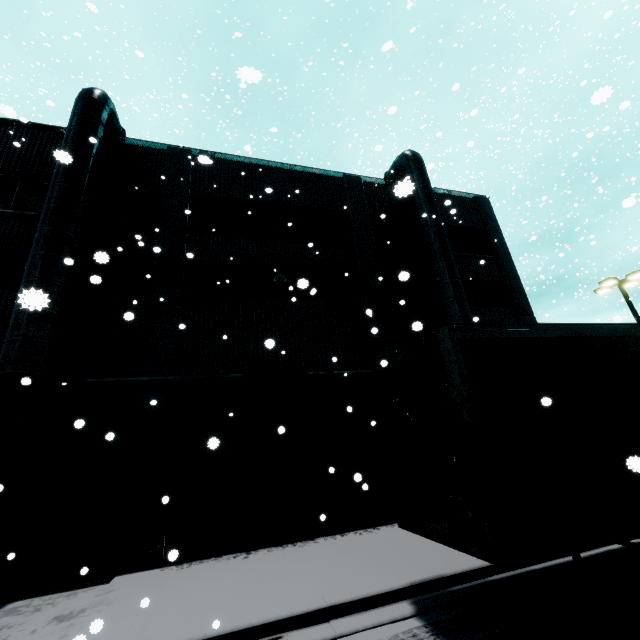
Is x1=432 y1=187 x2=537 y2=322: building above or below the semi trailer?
above

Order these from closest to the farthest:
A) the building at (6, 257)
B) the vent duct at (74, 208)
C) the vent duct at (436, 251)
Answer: the vent duct at (74, 208) → the building at (6, 257) → the vent duct at (436, 251)

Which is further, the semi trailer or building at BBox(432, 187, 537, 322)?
building at BBox(432, 187, 537, 322)

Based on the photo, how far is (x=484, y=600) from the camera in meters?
5.3 m

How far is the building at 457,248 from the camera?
15.3m

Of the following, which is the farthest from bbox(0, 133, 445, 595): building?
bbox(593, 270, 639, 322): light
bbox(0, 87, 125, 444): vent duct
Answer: bbox(593, 270, 639, 322): light

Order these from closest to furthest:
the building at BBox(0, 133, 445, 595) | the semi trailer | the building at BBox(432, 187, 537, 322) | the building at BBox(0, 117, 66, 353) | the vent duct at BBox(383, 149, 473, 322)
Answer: the semi trailer < the building at BBox(0, 133, 445, 595) < the building at BBox(0, 117, 66, 353) < the vent duct at BBox(383, 149, 473, 322) < the building at BBox(432, 187, 537, 322)

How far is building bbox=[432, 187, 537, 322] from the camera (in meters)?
15.32
